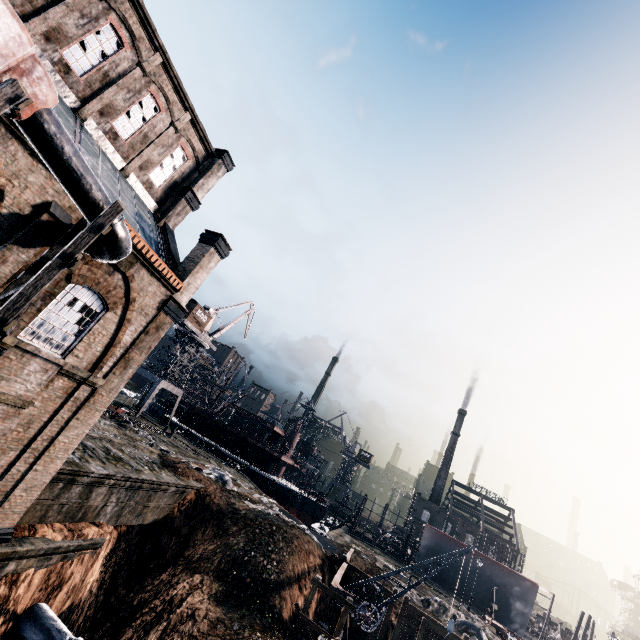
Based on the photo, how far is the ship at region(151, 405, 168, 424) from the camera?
56.81m

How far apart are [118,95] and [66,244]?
11.4 meters

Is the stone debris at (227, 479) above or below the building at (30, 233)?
below

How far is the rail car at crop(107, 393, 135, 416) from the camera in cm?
3251

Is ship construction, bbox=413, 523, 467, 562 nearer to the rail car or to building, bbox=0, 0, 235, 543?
the rail car

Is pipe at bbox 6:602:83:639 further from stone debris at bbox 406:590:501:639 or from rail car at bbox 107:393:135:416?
stone debris at bbox 406:590:501:639

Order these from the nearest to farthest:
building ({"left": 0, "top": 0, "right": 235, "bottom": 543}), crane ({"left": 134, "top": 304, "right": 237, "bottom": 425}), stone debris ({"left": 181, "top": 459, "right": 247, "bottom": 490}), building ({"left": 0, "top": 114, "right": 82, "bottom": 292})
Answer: building ({"left": 0, "top": 114, "right": 82, "bottom": 292})
building ({"left": 0, "top": 0, "right": 235, "bottom": 543})
stone debris ({"left": 181, "top": 459, "right": 247, "bottom": 490})
crane ({"left": 134, "top": 304, "right": 237, "bottom": 425})

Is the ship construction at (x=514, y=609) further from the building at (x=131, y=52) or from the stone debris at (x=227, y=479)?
the building at (x=131, y=52)
